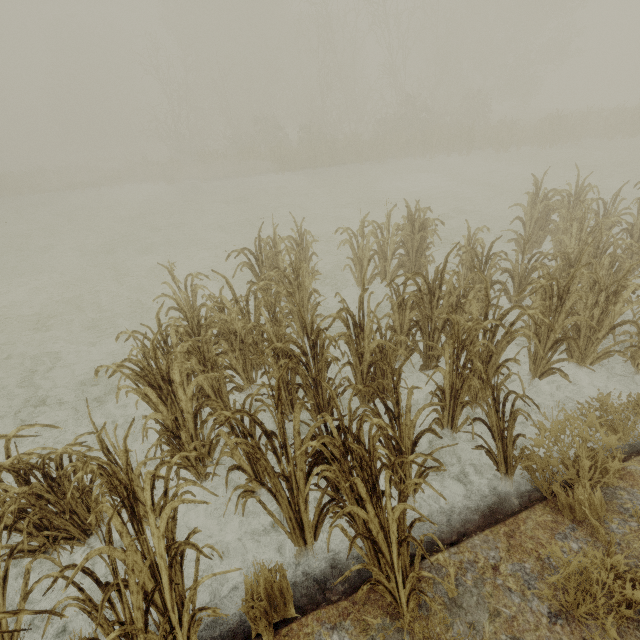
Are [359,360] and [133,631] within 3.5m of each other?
yes
